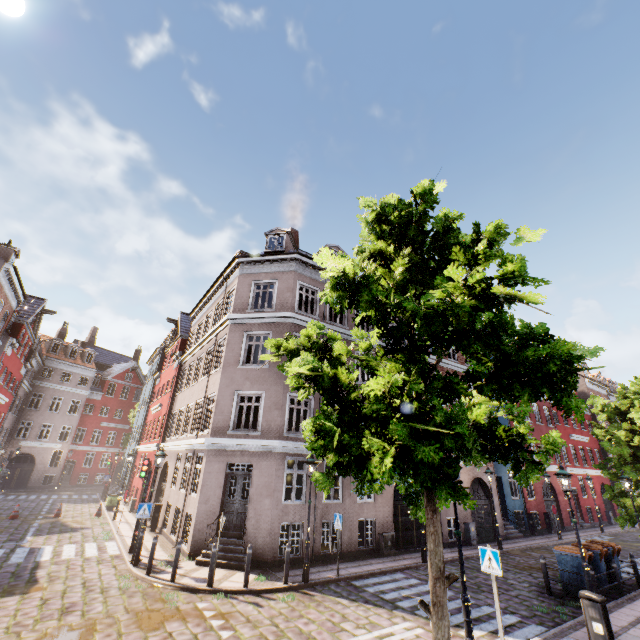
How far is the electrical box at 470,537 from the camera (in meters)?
17.38

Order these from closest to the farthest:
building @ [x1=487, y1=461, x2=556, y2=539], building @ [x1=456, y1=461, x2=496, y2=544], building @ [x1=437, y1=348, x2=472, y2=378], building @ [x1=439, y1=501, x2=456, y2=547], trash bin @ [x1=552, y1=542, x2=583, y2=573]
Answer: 1. trash bin @ [x1=552, y1=542, x2=583, y2=573]
2. building @ [x1=439, y1=501, x2=456, y2=547]
3. building @ [x1=456, y1=461, x2=496, y2=544]
4. building @ [x1=487, y1=461, x2=556, y2=539]
5. building @ [x1=437, y1=348, x2=472, y2=378]

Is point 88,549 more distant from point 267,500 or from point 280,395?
point 280,395

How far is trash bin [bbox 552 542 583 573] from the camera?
10.73m

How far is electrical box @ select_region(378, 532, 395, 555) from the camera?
14.58m

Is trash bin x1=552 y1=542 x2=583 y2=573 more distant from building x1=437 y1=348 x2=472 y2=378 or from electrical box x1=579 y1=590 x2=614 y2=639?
building x1=437 y1=348 x2=472 y2=378

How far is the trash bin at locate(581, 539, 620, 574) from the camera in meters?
11.0

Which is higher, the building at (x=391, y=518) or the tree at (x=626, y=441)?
the tree at (x=626, y=441)
